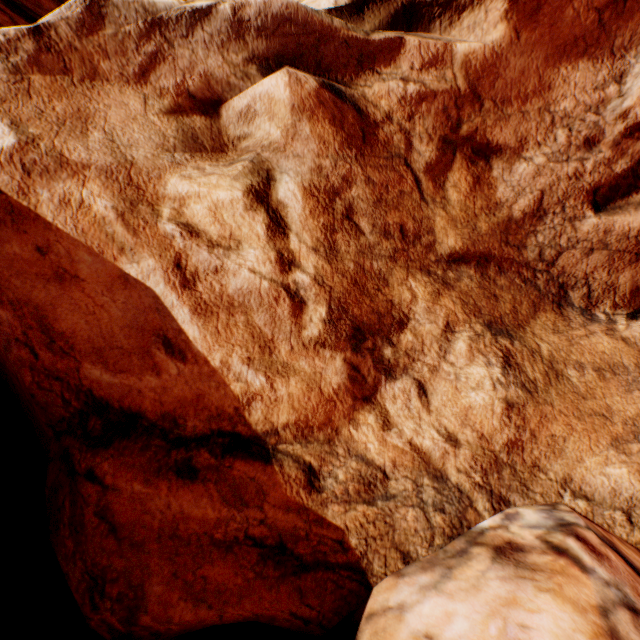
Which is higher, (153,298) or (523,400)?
(153,298)
